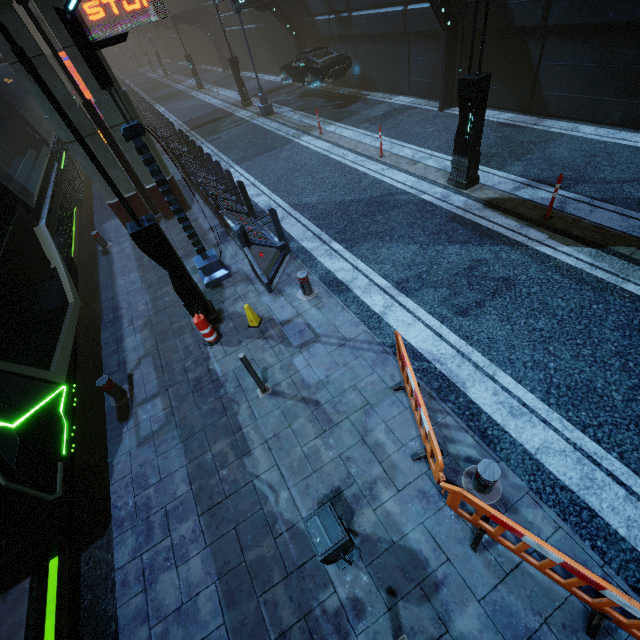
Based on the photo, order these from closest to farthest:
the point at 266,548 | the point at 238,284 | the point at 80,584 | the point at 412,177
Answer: the point at 266,548
the point at 80,584
the point at 238,284
the point at 412,177

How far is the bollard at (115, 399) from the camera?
5.8 meters

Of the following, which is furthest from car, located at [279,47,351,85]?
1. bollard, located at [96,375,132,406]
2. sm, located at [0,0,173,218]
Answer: bollard, located at [96,375,132,406]

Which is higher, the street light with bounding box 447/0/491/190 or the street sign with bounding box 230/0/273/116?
the street light with bounding box 447/0/491/190

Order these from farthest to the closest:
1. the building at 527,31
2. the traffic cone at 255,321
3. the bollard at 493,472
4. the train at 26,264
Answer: the building at 527,31 → the traffic cone at 255,321 → the train at 26,264 → the bollard at 493,472

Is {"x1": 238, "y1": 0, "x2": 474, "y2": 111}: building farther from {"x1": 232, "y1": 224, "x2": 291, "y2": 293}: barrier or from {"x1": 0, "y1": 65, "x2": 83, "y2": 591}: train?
{"x1": 232, "y1": 224, "x2": 291, "y2": 293}: barrier

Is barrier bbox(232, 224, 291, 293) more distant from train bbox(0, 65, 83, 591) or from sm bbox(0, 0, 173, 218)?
sm bbox(0, 0, 173, 218)

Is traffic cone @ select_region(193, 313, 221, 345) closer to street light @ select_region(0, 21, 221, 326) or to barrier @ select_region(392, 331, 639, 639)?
street light @ select_region(0, 21, 221, 326)
